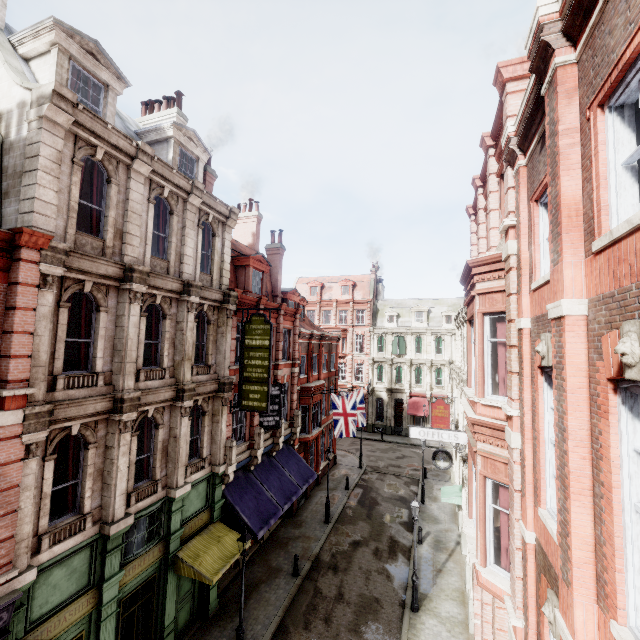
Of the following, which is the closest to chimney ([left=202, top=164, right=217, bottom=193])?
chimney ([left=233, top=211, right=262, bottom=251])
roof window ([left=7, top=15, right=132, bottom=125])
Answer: roof window ([left=7, top=15, right=132, bottom=125])

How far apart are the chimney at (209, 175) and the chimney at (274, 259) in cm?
677

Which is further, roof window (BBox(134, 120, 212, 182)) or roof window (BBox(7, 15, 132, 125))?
roof window (BBox(134, 120, 212, 182))

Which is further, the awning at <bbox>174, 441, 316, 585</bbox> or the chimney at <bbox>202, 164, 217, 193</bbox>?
the chimney at <bbox>202, 164, 217, 193</bbox>

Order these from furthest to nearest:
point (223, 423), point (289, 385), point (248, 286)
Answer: point (289, 385)
point (248, 286)
point (223, 423)

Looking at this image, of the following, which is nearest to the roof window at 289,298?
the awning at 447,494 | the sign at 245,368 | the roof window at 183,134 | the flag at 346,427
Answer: the flag at 346,427

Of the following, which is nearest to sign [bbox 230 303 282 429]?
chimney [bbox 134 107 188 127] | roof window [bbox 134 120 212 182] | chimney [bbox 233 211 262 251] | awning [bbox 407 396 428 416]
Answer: roof window [bbox 134 120 212 182]

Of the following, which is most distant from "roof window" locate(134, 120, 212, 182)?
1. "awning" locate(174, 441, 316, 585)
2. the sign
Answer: "awning" locate(174, 441, 316, 585)
